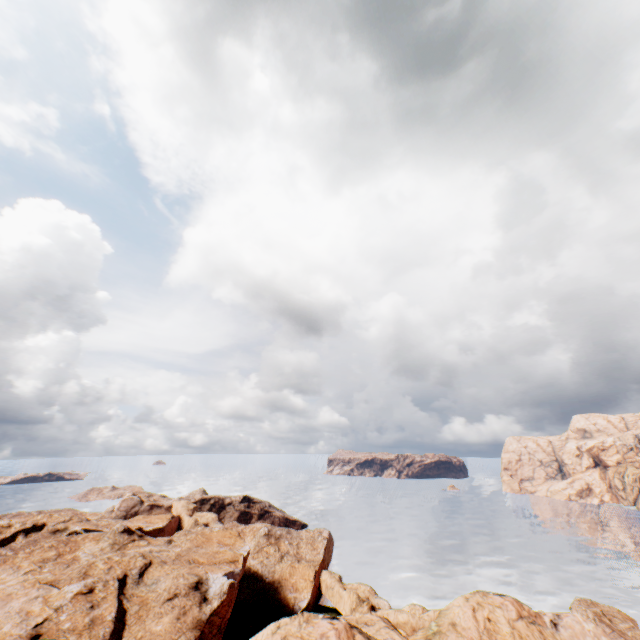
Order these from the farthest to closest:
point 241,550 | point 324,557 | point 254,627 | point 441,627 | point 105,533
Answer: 1. point 324,557
2. point 105,533
3. point 241,550
4. point 254,627
5. point 441,627
